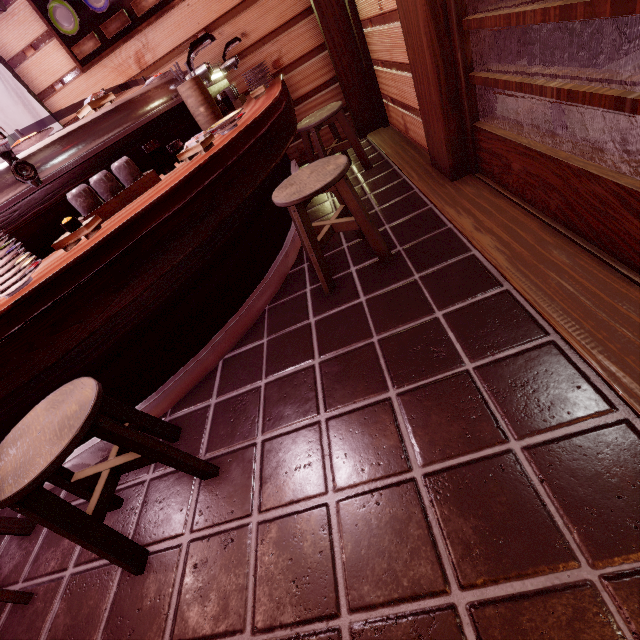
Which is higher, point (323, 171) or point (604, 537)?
point (323, 171)

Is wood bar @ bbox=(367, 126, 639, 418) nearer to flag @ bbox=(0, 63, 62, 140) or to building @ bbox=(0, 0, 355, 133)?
building @ bbox=(0, 0, 355, 133)

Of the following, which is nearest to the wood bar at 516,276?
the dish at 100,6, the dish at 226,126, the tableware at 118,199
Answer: the dish at 226,126

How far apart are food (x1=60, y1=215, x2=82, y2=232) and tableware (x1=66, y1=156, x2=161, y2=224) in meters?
0.3 m

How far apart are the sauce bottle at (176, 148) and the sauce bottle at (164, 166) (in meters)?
0.10

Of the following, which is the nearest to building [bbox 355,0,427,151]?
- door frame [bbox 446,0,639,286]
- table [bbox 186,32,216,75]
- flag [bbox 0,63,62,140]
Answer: door frame [bbox 446,0,639,286]

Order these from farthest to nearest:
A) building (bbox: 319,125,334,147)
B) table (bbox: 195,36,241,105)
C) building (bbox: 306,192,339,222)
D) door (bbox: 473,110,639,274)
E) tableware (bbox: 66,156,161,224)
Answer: building (bbox: 319,125,334,147)
building (bbox: 306,192,339,222)
table (bbox: 195,36,241,105)
tableware (bbox: 66,156,161,224)
door (bbox: 473,110,639,274)

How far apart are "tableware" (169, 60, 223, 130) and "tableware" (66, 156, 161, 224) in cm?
118
